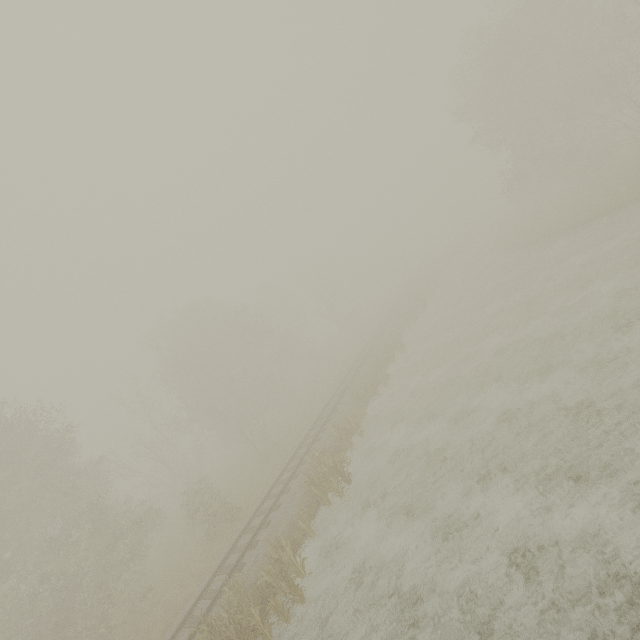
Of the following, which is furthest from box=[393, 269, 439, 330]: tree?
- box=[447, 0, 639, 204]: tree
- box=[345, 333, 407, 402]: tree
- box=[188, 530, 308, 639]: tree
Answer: box=[188, 530, 308, 639]: tree

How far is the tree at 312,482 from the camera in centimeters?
1412cm

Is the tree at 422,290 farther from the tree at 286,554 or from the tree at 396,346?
the tree at 286,554

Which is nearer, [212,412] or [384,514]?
[384,514]

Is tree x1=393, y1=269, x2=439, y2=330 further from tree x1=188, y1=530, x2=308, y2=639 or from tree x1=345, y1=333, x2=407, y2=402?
tree x1=188, y1=530, x2=308, y2=639

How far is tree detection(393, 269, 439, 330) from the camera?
31.8 meters

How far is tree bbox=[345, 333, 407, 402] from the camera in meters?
21.8

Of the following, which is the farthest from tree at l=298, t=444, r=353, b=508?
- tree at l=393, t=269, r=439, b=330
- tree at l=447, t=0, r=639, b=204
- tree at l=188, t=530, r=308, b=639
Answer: tree at l=447, t=0, r=639, b=204
